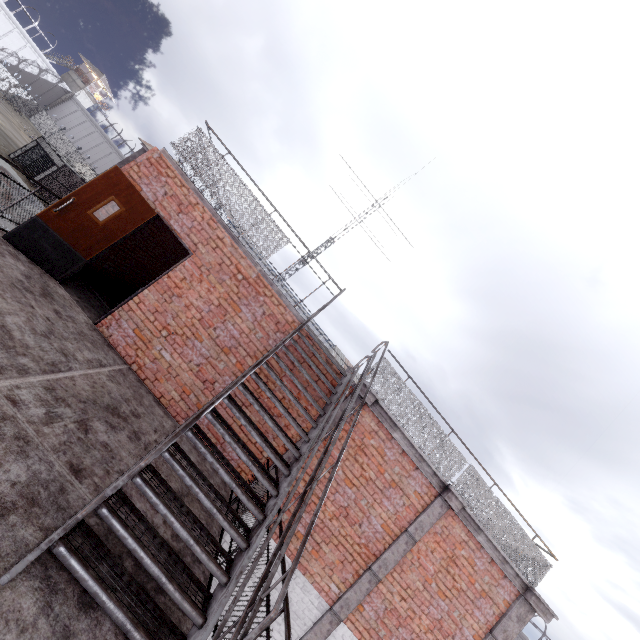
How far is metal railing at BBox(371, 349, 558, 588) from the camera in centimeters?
672cm

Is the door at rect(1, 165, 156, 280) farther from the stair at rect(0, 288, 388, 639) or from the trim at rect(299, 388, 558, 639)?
the trim at rect(299, 388, 558, 639)

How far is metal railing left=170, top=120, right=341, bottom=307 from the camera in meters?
6.4 m

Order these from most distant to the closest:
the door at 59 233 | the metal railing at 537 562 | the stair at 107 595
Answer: the metal railing at 537 562, the door at 59 233, the stair at 107 595

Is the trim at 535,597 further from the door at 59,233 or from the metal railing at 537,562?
the door at 59,233

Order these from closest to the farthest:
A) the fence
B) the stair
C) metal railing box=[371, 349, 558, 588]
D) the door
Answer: the stair, the door, metal railing box=[371, 349, 558, 588], the fence

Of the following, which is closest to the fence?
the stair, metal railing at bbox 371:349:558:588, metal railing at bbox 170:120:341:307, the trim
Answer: the trim

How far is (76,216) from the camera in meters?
5.6 m
